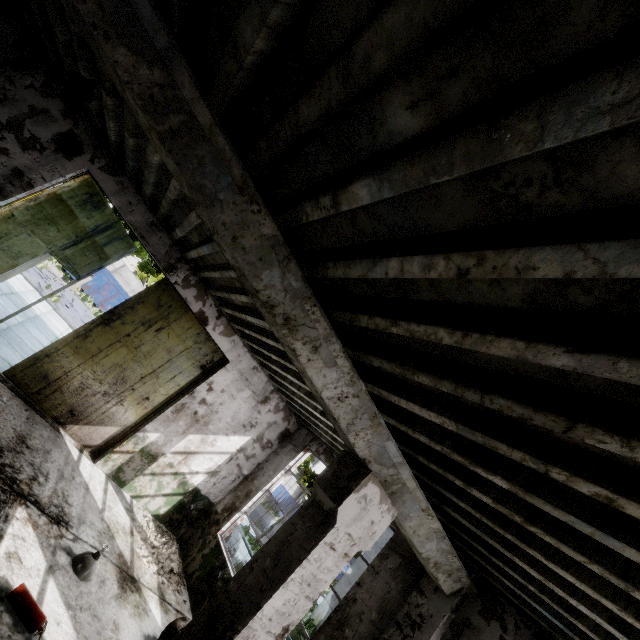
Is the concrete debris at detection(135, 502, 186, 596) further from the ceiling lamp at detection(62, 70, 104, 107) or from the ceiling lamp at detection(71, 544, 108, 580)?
the ceiling lamp at detection(62, 70, 104, 107)

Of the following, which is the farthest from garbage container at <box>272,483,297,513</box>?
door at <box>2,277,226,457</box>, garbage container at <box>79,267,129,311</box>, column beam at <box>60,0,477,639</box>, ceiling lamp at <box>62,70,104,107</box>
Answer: ceiling lamp at <box>62,70,104,107</box>

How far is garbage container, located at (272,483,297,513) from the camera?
33.66m

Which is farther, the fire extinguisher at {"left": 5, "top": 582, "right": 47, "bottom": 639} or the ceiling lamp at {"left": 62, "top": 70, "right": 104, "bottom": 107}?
the ceiling lamp at {"left": 62, "top": 70, "right": 104, "bottom": 107}

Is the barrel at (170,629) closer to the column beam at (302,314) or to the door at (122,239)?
→ the column beam at (302,314)

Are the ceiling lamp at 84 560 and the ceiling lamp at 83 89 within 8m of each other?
yes

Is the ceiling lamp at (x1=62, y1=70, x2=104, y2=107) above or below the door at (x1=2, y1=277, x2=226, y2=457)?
above

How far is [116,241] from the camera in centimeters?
890cm
